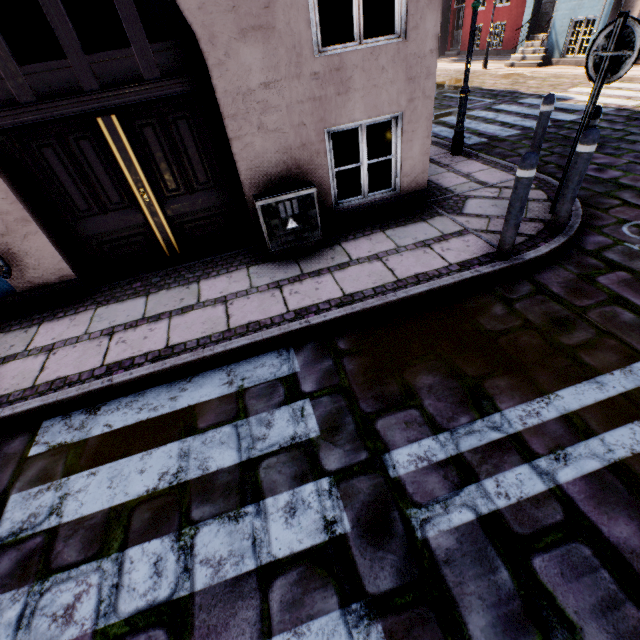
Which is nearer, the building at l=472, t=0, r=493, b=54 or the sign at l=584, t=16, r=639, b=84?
the sign at l=584, t=16, r=639, b=84

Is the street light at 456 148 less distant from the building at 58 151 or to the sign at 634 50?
the building at 58 151

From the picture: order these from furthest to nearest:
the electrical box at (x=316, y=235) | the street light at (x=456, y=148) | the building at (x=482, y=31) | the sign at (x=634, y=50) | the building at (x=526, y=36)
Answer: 1. the building at (x=482, y=31)
2. the building at (x=526, y=36)
3. the street light at (x=456, y=148)
4. the electrical box at (x=316, y=235)
5. the sign at (x=634, y=50)

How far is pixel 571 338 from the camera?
2.9 meters

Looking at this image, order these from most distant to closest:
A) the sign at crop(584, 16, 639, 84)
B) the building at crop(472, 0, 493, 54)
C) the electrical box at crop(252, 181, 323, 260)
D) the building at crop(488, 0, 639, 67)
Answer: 1. the building at crop(472, 0, 493, 54)
2. the building at crop(488, 0, 639, 67)
3. the electrical box at crop(252, 181, 323, 260)
4. the sign at crop(584, 16, 639, 84)

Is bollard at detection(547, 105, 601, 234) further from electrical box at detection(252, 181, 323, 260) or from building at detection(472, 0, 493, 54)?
building at detection(472, 0, 493, 54)

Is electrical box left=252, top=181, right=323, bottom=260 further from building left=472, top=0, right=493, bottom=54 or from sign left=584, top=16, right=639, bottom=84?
building left=472, top=0, right=493, bottom=54

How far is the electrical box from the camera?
4.0m
